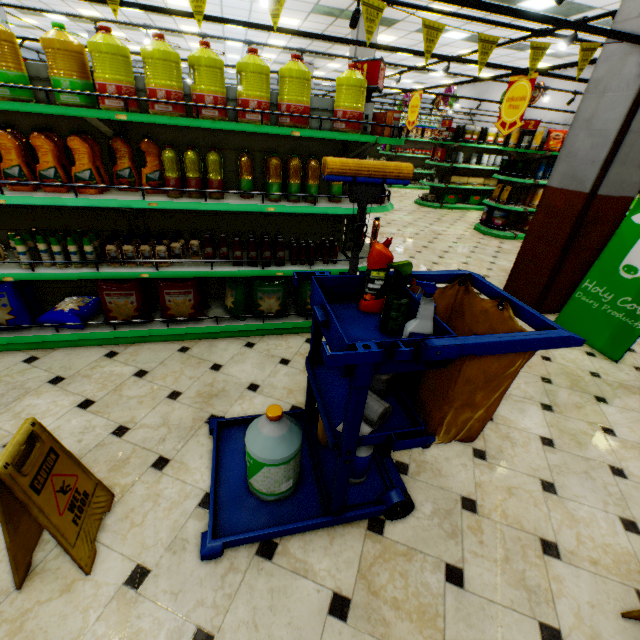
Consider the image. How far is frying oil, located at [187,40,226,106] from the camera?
2.3 meters

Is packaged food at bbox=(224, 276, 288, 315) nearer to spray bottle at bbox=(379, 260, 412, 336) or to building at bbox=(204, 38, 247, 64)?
building at bbox=(204, 38, 247, 64)

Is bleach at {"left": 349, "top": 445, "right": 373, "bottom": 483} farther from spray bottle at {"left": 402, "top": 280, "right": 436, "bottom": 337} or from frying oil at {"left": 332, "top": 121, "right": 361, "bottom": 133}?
frying oil at {"left": 332, "top": 121, "right": 361, "bottom": 133}

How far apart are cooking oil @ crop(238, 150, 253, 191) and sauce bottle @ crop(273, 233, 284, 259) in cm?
37

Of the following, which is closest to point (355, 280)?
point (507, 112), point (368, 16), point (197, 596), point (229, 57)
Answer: point (197, 596)

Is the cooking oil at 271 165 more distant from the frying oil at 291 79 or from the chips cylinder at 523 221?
the chips cylinder at 523 221

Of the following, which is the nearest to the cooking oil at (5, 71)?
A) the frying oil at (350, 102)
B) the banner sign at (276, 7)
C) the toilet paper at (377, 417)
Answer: the banner sign at (276, 7)

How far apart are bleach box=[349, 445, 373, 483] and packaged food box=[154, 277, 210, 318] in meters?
2.1 m
